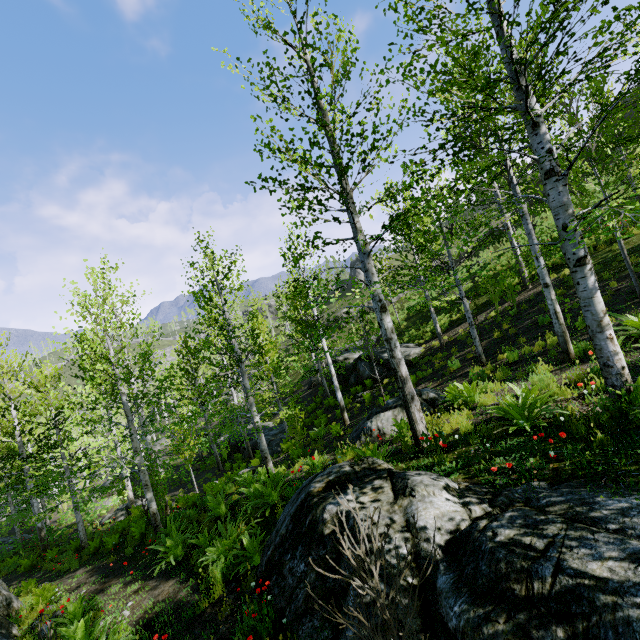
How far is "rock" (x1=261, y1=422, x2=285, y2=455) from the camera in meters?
20.2

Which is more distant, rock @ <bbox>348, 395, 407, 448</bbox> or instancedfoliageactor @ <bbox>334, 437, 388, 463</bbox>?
rock @ <bbox>348, 395, 407, 448</bbox>

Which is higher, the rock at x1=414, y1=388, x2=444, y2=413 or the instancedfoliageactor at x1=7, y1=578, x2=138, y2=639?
the rock at x1=414, y1=388, x2=444, y2=413

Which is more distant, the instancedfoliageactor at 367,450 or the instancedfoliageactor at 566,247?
the instancedfoliageactor at 367,450

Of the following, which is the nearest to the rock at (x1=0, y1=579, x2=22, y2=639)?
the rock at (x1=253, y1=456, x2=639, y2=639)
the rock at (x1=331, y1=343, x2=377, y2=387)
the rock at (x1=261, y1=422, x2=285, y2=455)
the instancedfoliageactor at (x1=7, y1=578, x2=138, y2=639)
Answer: the instancedfoliageactor at (x1=7, y1=578, x2=138, y2=639)

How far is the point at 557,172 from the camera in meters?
4.9 m

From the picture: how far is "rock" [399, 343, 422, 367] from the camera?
17.8m

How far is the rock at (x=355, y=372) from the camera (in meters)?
19.70
